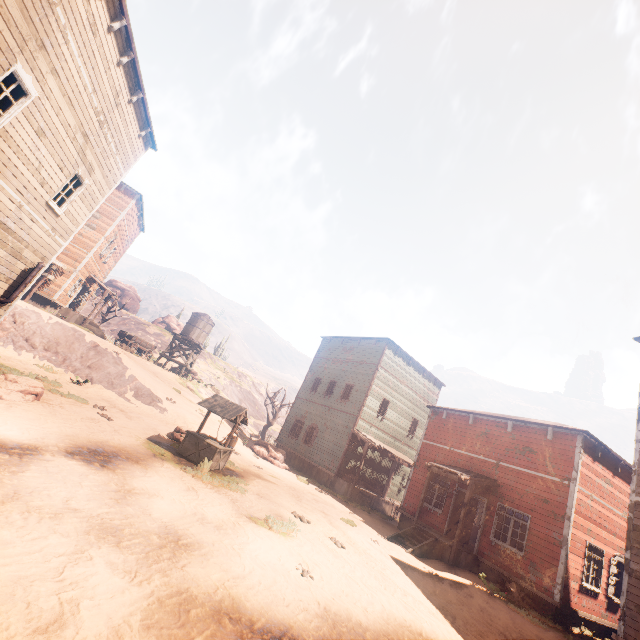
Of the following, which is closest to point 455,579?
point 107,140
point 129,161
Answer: point 107,140

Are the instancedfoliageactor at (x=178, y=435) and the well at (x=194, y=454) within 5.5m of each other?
yes

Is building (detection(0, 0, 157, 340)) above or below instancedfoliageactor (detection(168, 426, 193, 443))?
above

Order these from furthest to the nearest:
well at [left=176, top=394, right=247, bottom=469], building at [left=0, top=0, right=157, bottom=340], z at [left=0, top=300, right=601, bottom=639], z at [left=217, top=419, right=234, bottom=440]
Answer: z at [left=217, top=419, right=234, bottom=440]
well at [left=176, top=394, right=247, bottom=469]
building at [left=0, top=0, right=157, bottom=340]
z at [left=0, top=300, right=601, bottom=639]

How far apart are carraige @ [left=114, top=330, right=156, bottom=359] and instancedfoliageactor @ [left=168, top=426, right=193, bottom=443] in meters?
18.1

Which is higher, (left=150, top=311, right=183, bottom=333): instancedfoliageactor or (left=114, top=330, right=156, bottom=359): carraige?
(left=150, top=311, right=183, bottom=333): instancedfoliageactor

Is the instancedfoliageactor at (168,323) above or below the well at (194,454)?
above

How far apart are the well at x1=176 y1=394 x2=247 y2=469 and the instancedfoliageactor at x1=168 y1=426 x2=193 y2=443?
0.68m
